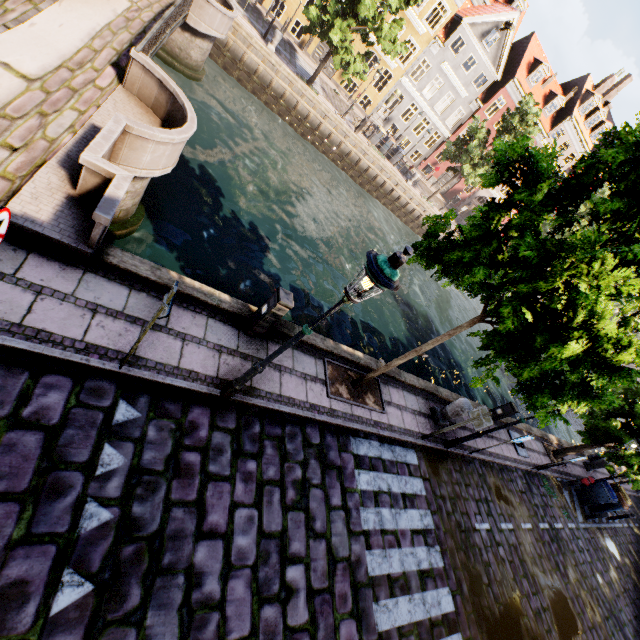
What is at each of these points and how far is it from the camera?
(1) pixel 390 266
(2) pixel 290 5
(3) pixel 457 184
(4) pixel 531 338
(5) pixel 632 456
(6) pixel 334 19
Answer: (1) street light, 3.30m
(2) building, 24.59m
(3) building, 37.19m
(4) tree, 4.52m
(5) tree, 12.28m
(6) tree, 17.77m

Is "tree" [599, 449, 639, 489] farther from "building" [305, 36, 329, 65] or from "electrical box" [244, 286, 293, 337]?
"building" [305, 36, 329, 65]

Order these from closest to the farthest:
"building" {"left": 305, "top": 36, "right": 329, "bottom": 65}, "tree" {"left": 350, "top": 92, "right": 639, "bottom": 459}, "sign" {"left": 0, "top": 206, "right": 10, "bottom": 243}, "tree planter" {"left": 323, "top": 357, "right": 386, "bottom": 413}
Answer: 1. "sign" {"left": 0, "top": 206, "right": 10, "bottom": 243}
2. "tree" {"left": 350, "top": 92, "right": 639, "bottom": 459}
3. "tree planter" {"left": 323, "top": 357, "right": 386, "bottom": 413}
4. "building" {"left": 305, "top": 36, "right": 329, "bottom": 65}

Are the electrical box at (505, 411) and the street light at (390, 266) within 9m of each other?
no

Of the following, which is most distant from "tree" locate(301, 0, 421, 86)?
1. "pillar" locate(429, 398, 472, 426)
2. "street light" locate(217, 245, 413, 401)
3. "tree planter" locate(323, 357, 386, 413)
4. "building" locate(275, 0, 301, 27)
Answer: "building" locate(275, 0, 301, 27)

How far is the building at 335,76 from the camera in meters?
27.9 m

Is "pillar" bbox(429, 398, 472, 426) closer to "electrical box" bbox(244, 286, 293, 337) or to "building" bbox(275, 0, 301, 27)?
"electrical box" bbox(244, 286, 293, 337)
